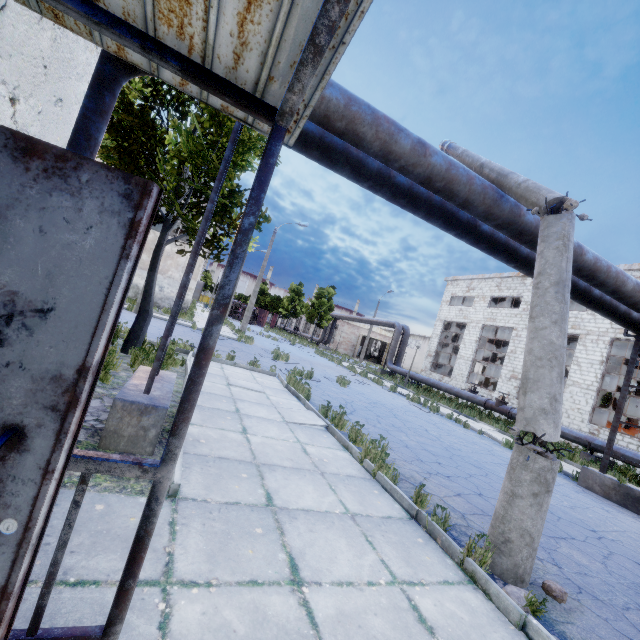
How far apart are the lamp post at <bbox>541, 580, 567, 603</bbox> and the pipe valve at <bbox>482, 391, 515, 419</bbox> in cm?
1659

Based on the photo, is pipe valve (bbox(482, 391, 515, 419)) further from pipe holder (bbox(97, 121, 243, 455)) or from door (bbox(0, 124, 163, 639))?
door (bbox(0, 124, 163, 639))

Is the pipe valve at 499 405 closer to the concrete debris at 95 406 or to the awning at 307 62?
the concrete debris at 95 406

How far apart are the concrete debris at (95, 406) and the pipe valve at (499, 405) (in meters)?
19.26

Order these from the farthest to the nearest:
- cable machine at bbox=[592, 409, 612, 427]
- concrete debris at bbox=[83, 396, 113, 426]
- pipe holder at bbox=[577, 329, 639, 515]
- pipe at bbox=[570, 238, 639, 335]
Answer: cable machine at bbox=[592, 409, 612, 427]
pipe holder at bbox=[577, 329, 639, 515]
pipe at bbox=[570, 238, 639, 335]
concrete debris at bbox=[83, 396, 113, 426]

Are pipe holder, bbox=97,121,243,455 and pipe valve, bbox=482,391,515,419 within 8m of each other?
no

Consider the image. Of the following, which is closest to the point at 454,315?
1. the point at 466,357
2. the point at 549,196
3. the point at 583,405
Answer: the point at 466,357

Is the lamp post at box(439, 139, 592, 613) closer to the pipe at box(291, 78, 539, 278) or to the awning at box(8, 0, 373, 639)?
the pipe at box(291, 78, 539, 278)
